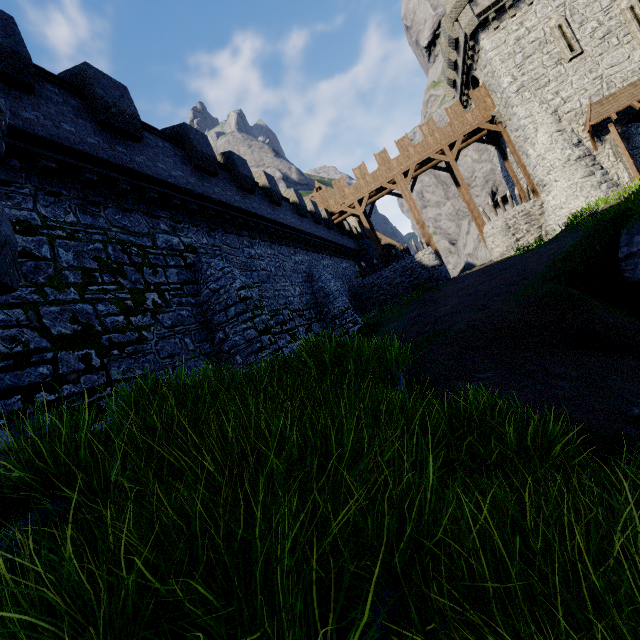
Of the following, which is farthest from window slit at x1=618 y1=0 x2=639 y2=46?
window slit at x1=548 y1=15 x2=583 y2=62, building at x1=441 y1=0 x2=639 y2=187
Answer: window slit at x1=548 y1=15 x2=583 y2=62

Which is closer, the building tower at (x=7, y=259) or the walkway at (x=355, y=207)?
the building tower at (x=7, y=259)

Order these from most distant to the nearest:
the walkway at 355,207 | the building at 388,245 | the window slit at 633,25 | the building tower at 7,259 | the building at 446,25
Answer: the building at 388,245
the walkway at 355,207
the building at 446,25
the window slit at 633,25
the building tower at 7,259

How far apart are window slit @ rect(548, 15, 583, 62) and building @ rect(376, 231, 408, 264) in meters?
19.2 m

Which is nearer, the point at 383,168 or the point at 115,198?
the point at 115,198

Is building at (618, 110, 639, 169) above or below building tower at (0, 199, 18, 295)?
above

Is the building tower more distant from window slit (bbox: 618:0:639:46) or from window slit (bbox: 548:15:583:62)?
window slit (bbox: 618:0:639:46)

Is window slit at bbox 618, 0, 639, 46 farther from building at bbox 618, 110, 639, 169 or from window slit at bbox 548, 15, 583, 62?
window slit at bbox 548, 15, 583, 62
